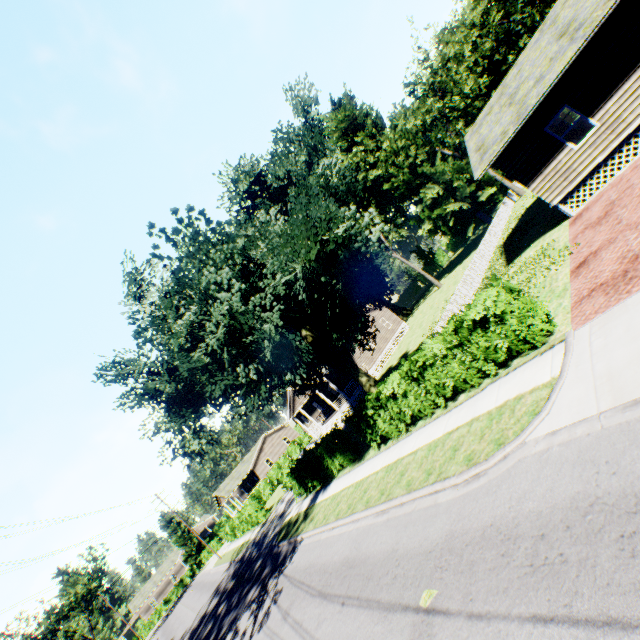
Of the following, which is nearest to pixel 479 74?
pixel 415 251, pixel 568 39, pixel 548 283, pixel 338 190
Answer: pixel 338 190

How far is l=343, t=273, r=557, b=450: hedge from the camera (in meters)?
8.89

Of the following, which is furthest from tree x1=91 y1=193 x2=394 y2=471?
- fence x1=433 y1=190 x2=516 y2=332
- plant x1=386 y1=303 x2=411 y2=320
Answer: plant x1=386 y1=303 x2=411 y2=320

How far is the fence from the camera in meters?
18.7

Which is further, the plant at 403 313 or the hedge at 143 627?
the hedge at 143 627

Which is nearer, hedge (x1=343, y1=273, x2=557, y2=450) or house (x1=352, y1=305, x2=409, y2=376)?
hedge (x1=343, y1=273, x2=557, y2=450)

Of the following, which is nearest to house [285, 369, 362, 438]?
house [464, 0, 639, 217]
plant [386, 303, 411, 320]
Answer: plant [386, 303, 411, 320]

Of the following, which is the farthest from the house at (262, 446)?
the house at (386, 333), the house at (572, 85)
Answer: the house at (572, 85)
